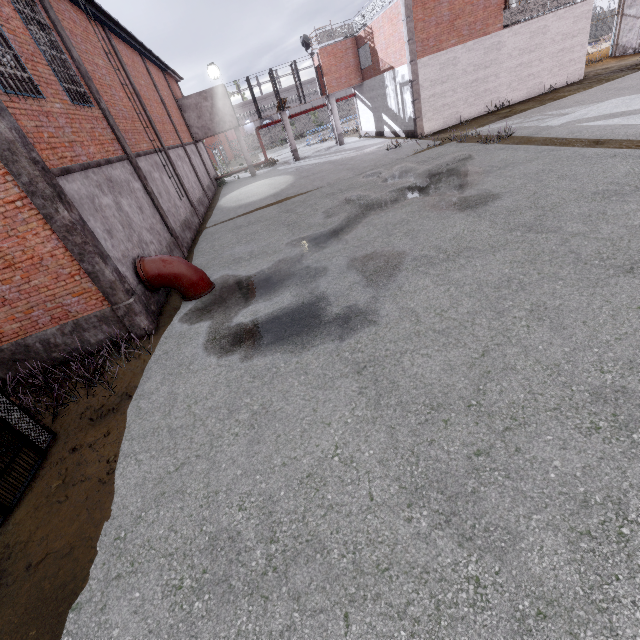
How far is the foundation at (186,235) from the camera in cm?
1409

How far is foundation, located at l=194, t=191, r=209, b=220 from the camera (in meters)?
19.23

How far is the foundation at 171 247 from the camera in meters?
11.6 m

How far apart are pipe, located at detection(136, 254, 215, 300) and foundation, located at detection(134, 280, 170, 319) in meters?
0.1

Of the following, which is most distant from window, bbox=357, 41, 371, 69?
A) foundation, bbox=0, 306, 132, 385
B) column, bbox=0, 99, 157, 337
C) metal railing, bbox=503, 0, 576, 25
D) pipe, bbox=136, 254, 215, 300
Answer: foundation, bbox=0, 306, 132, 385

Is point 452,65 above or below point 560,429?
above

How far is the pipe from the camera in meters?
8.9
